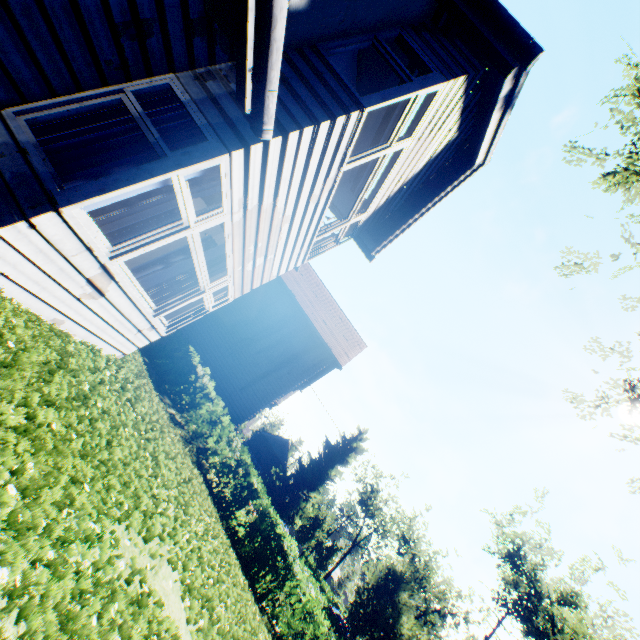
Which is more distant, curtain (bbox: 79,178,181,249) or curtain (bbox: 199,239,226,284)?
curtain (bbox: 199,239,226,284)

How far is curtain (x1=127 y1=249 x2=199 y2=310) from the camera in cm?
564

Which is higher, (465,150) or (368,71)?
(368,71)

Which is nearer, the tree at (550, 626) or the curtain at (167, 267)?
the curtain at (167, 267)

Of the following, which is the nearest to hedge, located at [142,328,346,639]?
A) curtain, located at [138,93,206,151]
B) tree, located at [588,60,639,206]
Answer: tree, located at [588,60,639,206]

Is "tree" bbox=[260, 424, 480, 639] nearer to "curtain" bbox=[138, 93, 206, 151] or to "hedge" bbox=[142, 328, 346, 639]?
"hedge" bbox=[142, 328, 346, 639]

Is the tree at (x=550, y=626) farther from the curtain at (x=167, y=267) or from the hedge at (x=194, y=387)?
the curtain at (x=167, y=267)

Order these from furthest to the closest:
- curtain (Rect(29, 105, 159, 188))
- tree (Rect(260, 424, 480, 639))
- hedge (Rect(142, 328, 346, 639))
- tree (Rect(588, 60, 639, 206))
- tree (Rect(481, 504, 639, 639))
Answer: tree (Rect(481, 504, 639, 639))
tree (Rect(260, 424, 480, 639))
hedge (Rect(142, 328, 346, 639))
tree (Rect(588, 60, 639, 206))
curtain (Rect(29, 105, 159, 188))
